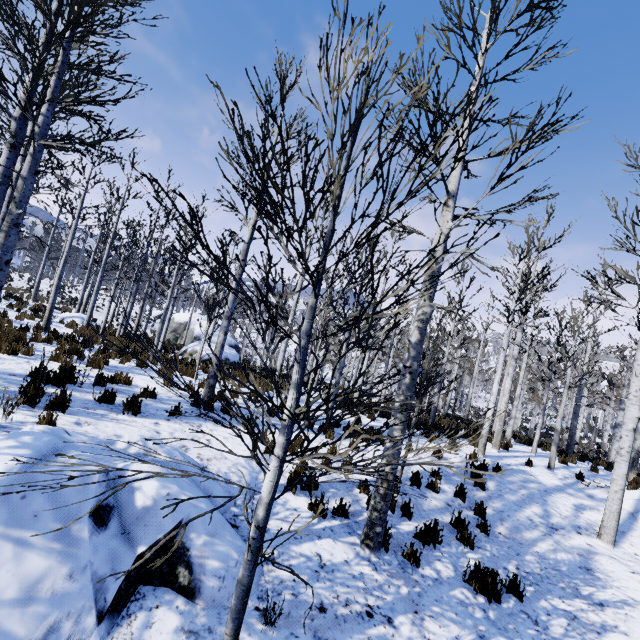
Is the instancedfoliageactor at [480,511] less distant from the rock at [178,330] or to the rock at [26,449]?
the rock at [26,449]

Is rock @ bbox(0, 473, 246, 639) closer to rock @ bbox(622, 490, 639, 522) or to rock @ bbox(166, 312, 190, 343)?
rock @ bbox(622, 490, 639, 522)

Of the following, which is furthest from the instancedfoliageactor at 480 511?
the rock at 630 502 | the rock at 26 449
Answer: the rock at 26 449

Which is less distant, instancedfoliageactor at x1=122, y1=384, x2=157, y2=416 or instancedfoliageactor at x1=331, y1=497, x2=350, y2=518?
instancedfoliageactor at x1=331, y1=497, x2=350, y2=518

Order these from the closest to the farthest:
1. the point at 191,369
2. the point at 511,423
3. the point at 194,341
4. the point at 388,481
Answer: the point at 388,481
the point at 191,369
the point at 511,423
the point at 194,341

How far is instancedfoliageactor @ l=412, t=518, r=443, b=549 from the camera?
5.2 meters
